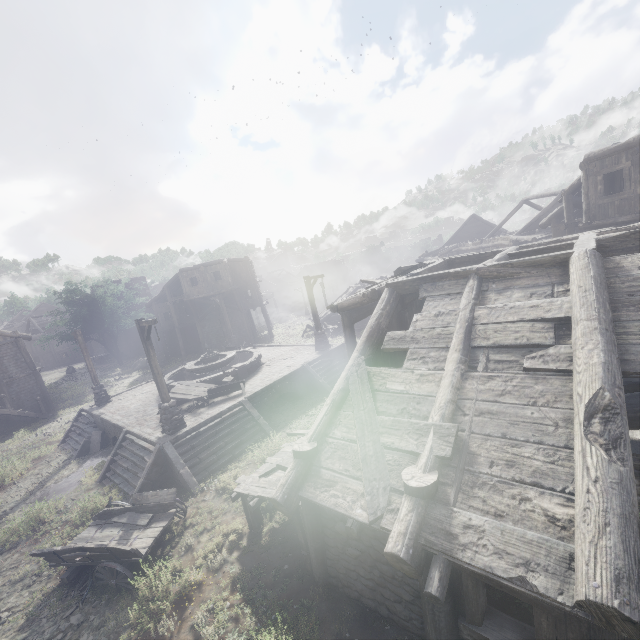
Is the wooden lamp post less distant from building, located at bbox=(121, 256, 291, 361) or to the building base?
the building base

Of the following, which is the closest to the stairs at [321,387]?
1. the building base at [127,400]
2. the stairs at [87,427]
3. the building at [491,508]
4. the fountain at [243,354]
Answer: the building base at [127,400]

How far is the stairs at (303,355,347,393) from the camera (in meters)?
17.45

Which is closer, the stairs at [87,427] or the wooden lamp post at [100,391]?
the stairs at [87,427]

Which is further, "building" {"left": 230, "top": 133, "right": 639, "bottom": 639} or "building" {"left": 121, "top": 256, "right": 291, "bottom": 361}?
"building" {"left": 121, "top": 256, "right": 291, "bottom": 361}

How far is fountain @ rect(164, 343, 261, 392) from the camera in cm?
1766

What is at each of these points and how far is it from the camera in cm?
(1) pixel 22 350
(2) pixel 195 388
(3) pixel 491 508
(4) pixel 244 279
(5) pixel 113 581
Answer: (1) building, 2609
(2) broken furniture, 1628
(3) building, 434
(4) building, 3522
(5) cart, 793

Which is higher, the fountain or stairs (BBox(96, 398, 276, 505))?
the fountain
